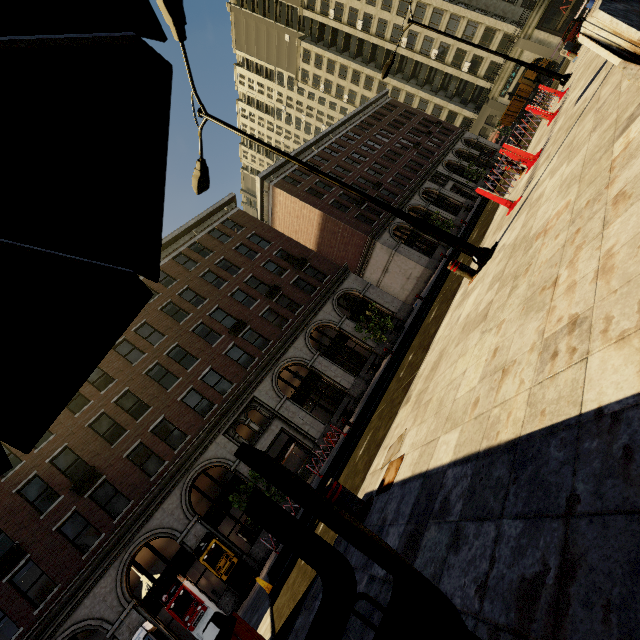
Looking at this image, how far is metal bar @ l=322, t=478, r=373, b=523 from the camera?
3.9m

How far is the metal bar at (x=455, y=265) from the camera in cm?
654

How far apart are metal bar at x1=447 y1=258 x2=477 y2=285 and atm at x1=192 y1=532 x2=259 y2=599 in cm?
1617

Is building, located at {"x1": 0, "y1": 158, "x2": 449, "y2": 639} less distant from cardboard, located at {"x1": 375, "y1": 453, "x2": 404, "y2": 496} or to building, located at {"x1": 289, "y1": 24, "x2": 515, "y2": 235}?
building, located at {"x1": 289, "y1": 24, "x2": 515, "y2": 235}

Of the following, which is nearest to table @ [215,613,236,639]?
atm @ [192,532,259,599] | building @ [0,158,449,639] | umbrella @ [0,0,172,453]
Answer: umbrella @ [0,0,172,453]

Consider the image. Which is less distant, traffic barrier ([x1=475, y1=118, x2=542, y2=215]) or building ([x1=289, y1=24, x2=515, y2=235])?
traffic barrier ([x1=475, y1=118, x2=542, y2=215])

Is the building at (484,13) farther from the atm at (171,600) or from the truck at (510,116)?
the atm at (171,600)

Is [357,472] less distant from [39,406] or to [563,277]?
[563,277]
